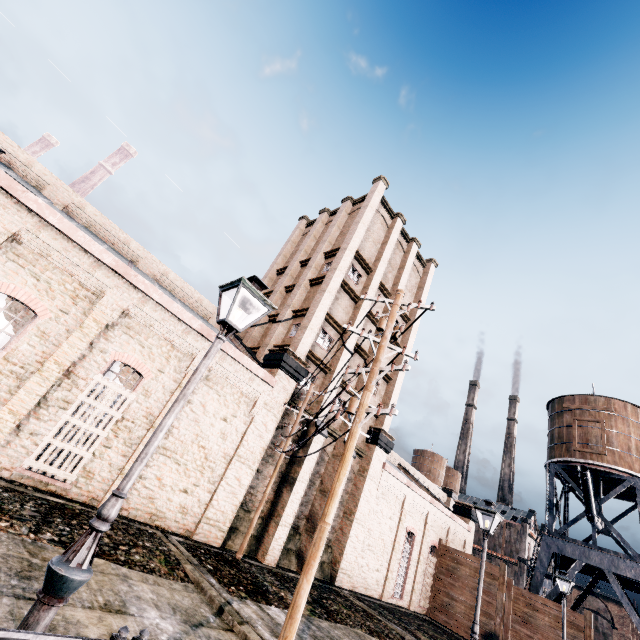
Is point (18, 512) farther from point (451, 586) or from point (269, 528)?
point (451, 586)

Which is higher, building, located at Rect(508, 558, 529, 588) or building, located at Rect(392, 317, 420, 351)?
building, located at Rect(392, 317, 420, 351)

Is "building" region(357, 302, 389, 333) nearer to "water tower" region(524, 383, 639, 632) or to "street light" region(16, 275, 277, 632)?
"water tower" region(524, 383, 639, 632)

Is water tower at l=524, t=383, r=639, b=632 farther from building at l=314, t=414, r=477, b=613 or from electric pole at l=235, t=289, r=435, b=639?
electric pole at l=235, t=289, r=435, b=639

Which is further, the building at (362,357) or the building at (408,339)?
the building at (408,339)

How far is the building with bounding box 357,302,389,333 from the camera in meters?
26.3 m

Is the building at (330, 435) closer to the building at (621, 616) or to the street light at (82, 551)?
the street light at (82, 551)

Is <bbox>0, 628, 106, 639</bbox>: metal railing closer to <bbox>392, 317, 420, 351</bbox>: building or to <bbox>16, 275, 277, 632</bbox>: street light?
<bbox>16, 275, 277, 632</bbox>: street light
